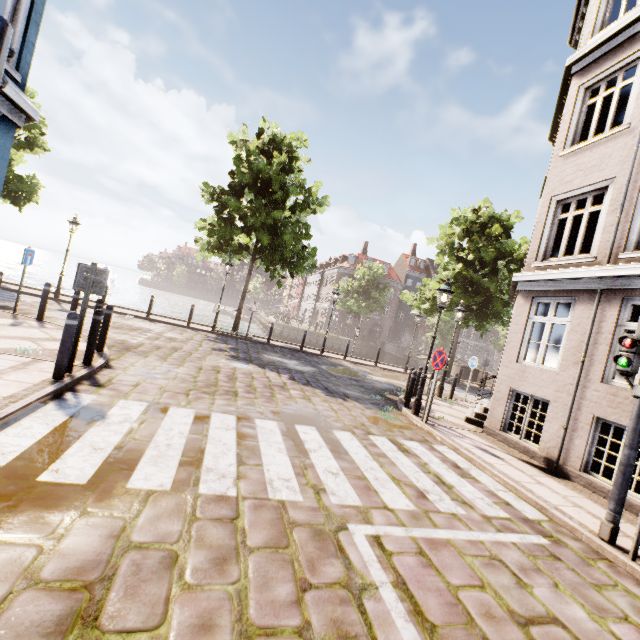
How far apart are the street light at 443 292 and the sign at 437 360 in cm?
56

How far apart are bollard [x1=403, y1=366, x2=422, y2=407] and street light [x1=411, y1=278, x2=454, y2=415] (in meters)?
1.64

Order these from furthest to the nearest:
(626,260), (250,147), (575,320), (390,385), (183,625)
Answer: (250,147) < (390,385) < (575,320) < (626,260) < (183,625)

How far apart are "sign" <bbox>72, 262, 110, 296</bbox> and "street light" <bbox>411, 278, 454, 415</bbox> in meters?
7.7

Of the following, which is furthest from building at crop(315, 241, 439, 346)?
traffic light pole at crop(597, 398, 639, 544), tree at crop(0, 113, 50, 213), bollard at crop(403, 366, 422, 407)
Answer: traffic light pole at crop(597, 398, 639, 544)

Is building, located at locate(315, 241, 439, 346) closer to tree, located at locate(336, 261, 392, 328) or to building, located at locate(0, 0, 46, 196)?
tree, located at locate(336, 261, 392, 328)

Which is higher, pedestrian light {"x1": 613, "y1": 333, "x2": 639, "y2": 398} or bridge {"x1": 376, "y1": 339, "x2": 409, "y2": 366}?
pedestrian light {"x1": 613, "y1": 333, "x2": 639, "y2": 398}

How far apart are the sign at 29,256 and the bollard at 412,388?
12.02m
